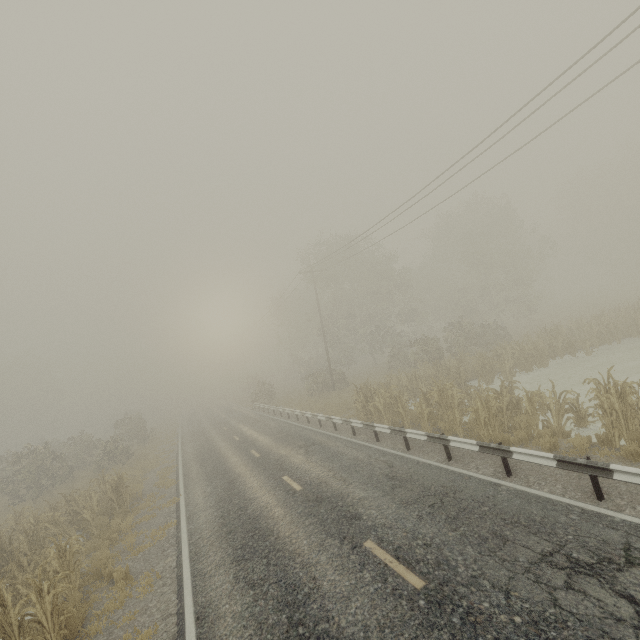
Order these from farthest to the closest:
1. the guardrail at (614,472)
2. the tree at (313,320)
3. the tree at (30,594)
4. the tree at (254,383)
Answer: the tree at (254,383) < the tree at (313,320) < the tree at (30,594) < the guardrail at (614,472)

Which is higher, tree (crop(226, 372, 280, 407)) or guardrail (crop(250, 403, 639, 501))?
tree (crop(226, 372, 280, 407))

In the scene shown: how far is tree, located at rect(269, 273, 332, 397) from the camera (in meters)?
31.28

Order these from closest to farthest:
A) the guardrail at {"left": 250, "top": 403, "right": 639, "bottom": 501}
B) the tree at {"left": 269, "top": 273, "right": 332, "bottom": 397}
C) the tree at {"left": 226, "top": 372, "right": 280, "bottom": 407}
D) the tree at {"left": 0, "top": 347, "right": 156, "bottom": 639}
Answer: the guardrail at {"left": 250, "top": 403, "right": 639, "bottom": 501} < the tree at {"left": 0, "top": 347, "right": 156, "bottom": 639} < the tree at {"left": 269, "top": 273, "right": 332, "bottom": 397} < the tree at {"left": 226, "top": 372, "right": 280, "bottom": 407}

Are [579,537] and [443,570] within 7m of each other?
yes

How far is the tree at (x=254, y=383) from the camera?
34.88m
